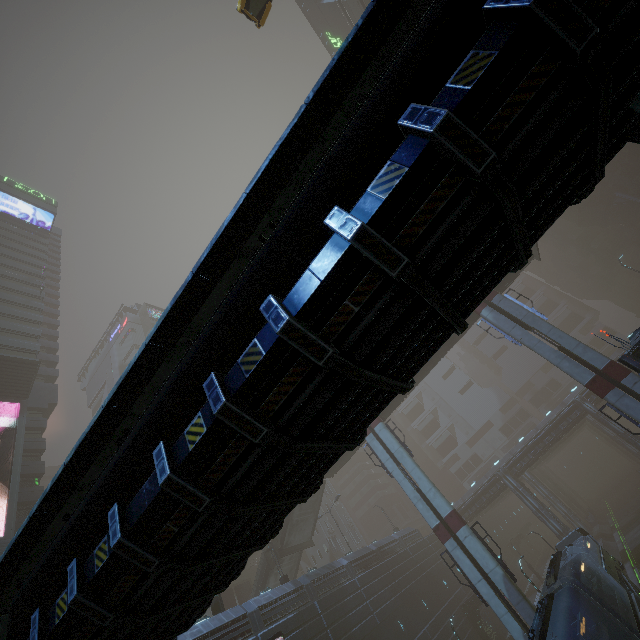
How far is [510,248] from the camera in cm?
441

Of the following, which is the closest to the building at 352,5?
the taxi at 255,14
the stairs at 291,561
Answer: the taxi at 255,14

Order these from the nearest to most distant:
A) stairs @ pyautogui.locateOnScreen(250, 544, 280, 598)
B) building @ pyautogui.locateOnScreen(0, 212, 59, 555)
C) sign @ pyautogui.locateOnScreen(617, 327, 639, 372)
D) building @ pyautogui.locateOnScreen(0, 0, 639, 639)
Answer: building @ pyautogui.locateOnScreen(0, 0, 639, 639) → sign @ pyautogui.locateOnScreen(617, 327, 639, 372) → building @ pyautogui.locateOnScreen(0, 212, 59, 555) → stairs @ pyautogui.locateOnScreen(250, 544, 280, 598)

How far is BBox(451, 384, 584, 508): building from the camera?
52.6m

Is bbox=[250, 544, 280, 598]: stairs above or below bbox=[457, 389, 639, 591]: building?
above

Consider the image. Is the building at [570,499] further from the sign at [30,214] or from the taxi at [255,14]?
the taxi at [255,14]

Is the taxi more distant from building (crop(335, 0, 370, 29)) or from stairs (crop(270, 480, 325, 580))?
stairs (crop(270, 480, 325, 580))

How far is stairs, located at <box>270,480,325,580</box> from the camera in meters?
31.7 m
